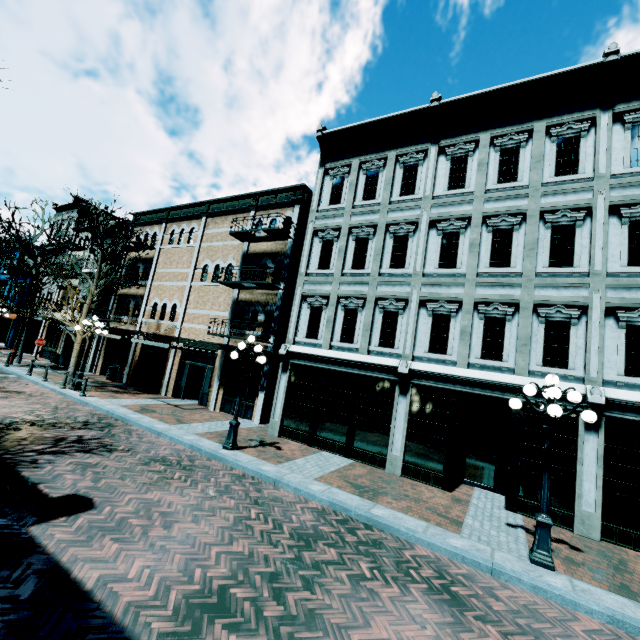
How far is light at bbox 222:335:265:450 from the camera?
10.17m

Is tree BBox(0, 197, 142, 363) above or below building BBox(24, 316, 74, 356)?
above

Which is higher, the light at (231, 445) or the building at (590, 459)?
the building at (590, 459)

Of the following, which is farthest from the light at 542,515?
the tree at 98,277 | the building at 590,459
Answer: the tree at 98,277

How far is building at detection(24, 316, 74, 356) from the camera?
24.98m

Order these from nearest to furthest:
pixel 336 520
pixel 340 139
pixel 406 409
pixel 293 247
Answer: pixel 336 520 < pixel 406 409 < pixel 340 139 < pixel 293 247

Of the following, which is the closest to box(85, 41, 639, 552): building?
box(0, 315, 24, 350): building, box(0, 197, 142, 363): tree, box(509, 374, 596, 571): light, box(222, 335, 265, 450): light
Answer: box(0, 315, 24, 350): building

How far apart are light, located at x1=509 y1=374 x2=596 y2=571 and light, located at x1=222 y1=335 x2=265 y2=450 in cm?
707
